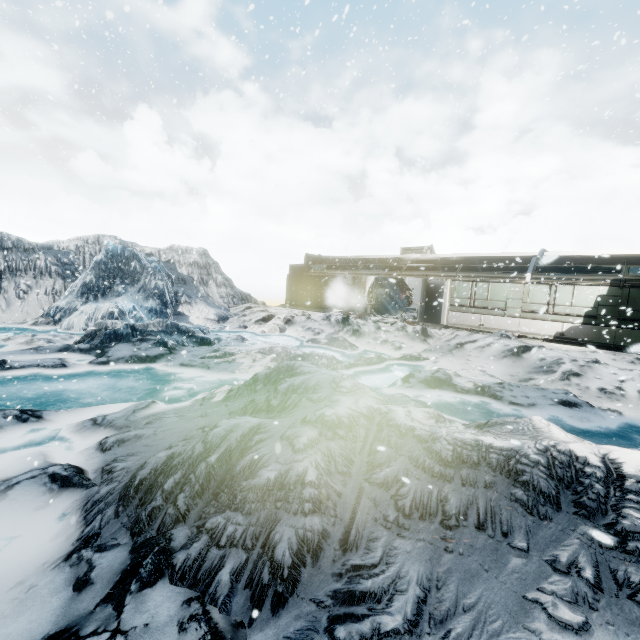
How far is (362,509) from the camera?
3.2 meters
